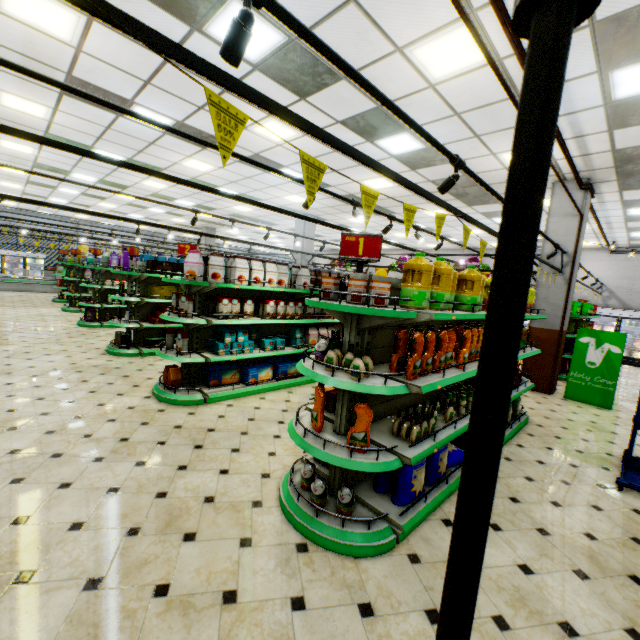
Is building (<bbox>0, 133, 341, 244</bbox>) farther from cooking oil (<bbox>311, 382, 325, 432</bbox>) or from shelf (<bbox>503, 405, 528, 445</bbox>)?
cooking oil (<bbox>311, 382, 325, 432</bbox>)

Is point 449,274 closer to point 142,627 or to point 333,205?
point 142,627

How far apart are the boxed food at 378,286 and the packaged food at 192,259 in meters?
3.1

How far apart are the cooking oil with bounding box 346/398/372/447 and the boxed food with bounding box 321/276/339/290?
1.0 meters

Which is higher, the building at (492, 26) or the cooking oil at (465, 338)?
the building at (492, 26)

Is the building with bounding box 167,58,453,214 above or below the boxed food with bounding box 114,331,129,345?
above

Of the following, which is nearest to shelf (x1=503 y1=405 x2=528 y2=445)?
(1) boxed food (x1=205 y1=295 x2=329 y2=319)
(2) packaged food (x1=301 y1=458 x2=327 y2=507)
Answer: (2) packaged food (x1=301 y1=458 x2=327 y2=507)

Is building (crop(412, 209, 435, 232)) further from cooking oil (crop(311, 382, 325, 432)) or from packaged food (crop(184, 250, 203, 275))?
packaged food (crop(184, 250, 203, 275))
